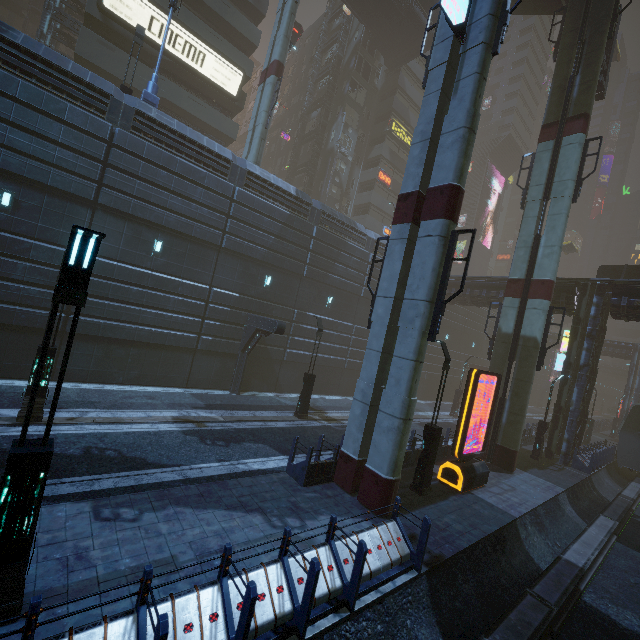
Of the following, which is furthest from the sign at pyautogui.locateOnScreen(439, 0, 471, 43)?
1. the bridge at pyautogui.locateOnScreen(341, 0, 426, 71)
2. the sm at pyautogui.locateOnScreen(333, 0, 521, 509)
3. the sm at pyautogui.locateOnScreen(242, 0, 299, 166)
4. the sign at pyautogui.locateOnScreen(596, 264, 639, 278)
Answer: the sign at pyautogui.locateOnScreen(596, 264, 639, 278)

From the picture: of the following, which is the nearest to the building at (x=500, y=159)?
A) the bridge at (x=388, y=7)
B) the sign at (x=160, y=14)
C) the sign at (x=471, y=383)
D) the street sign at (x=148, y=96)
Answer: the sign at (x=160, y=14)

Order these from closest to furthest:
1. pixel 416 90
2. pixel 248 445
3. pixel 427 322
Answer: pixel 427 322
pixel 248 445
pixel 416 90

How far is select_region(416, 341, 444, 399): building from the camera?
33.3 meters

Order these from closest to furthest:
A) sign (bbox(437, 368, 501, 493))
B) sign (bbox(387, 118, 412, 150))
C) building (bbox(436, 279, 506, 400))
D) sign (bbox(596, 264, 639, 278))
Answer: sign (bbox(437, 368, 501, 493))
sign (bbox(596, 264, 639, 278))
building (bbox(436, 279, 506, 400))
sign (bbox(387, 118, 412, 150))

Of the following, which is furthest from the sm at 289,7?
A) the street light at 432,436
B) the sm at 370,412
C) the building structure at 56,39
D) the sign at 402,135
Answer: the sign at 402,135

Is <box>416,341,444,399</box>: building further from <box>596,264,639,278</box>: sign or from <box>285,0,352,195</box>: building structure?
<box>596,264,639,278</box>: sign
